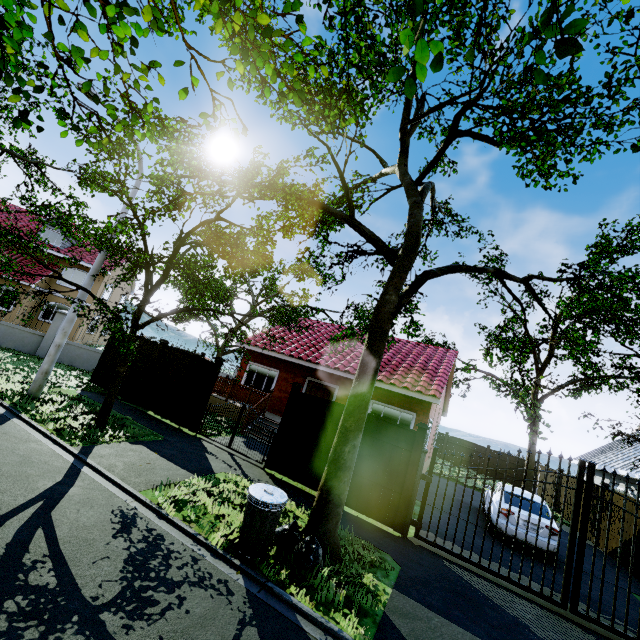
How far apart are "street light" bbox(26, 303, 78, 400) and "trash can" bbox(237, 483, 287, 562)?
7.8 meters

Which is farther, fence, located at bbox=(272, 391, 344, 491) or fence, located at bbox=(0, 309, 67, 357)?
fence, located at bbox=(0, 309, 67, 357)

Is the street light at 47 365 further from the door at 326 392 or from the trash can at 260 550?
the door at 326 392

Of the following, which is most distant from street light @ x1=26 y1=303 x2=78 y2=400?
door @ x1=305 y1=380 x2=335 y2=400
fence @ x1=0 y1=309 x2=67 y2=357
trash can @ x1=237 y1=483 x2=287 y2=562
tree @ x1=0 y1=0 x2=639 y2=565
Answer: door @ x1=305 y1=380 x2=335 y2=400

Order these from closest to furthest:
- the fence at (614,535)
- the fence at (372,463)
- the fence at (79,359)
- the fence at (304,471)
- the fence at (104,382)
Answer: the fence at (372,463) → the fence at (304,471) → the fence at (614,535) → the fence at (104,382) → the fence at (79,359)

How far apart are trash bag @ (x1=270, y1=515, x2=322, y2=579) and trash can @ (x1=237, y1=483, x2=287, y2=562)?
0.1m

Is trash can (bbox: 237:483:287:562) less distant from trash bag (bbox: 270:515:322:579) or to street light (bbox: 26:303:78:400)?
trash bag (bbox: 270:515:322:579)

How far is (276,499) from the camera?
5.1 meters
